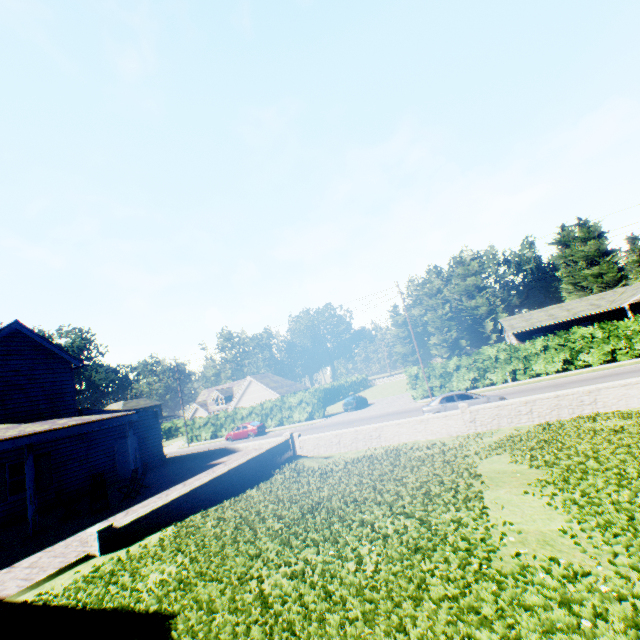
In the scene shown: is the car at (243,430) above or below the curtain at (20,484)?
below

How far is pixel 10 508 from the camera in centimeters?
1427cm

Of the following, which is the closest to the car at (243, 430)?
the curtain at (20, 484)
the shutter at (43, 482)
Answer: the shutter at (43, 482)

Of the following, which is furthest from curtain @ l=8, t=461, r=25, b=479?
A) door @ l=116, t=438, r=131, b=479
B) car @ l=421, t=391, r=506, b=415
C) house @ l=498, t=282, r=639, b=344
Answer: house @ l=498, t=282, r=639, b=344

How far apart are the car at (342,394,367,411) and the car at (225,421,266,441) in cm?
904

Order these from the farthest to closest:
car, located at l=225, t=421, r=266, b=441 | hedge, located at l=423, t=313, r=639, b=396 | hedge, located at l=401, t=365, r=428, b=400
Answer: car, located at l=225, t=421, r=266, b=441
hedge, located at l=401, t=365, r=428, b=400
hedge, located at l=423, t=313, r=639, b=396

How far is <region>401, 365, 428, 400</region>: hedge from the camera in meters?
32.1 m

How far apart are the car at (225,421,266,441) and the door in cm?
1640
